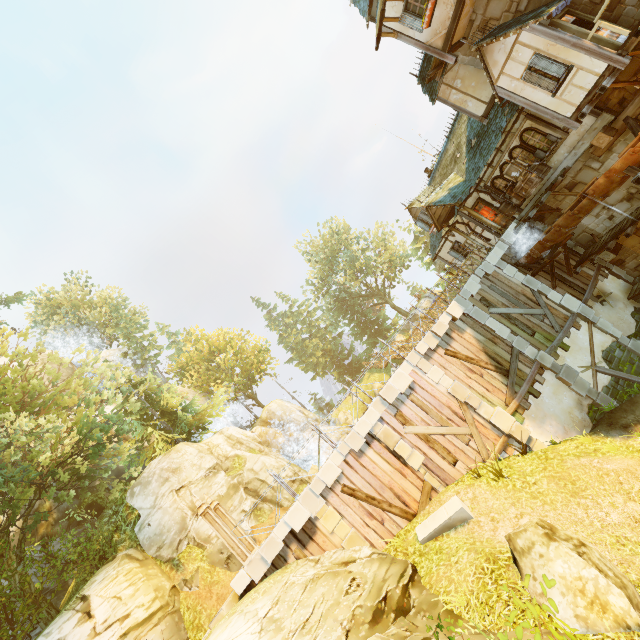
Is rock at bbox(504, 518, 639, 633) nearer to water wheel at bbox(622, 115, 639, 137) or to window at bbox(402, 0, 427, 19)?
water wheel at bbox(622, 115, 639, 137)

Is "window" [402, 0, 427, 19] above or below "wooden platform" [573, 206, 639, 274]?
above

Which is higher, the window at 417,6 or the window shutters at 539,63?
the window at 417,6

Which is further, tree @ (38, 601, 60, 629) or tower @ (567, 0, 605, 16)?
tree @ (38, 601, 60, 629)

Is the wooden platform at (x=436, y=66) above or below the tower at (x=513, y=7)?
above

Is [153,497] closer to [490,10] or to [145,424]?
[145,424]

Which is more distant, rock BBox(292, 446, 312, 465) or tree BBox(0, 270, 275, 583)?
rock BBox(292, 446, 312, 465)

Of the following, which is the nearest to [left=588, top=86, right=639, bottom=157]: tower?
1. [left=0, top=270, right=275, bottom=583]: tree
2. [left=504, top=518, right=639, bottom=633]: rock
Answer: [left=0, top=270, right=275, bottom=583]: tree
